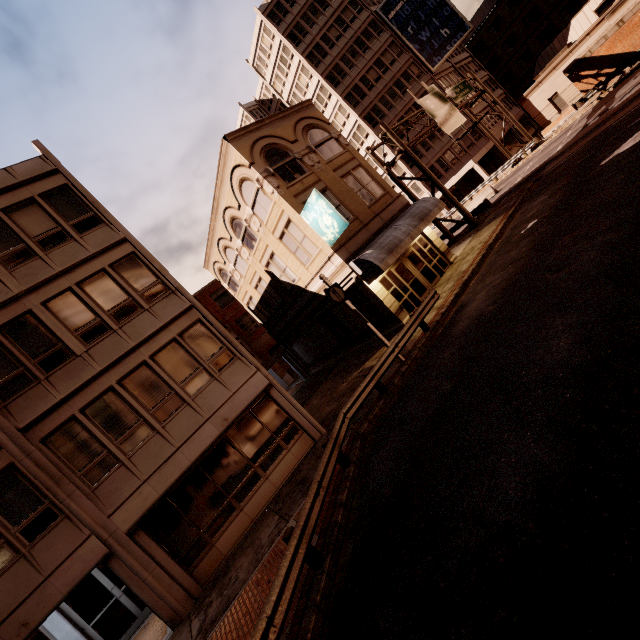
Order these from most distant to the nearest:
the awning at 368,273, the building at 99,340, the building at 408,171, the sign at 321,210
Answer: the building at 408,171 → the awning at 368,273 → the sign at 321,210 → the building at 99,340

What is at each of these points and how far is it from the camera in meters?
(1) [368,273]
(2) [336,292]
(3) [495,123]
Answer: (1) awning, 16.1
(2) sign, 12.7
(3) building, 44.6

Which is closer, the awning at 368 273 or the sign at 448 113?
the awning at 368 273

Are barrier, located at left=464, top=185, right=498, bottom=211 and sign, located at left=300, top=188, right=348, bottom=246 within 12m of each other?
no

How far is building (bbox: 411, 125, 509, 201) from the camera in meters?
41.2

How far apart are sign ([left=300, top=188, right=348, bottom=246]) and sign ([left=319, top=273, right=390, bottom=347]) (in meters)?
3.52

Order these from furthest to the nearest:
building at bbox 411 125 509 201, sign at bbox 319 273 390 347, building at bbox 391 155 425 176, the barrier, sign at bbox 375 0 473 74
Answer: building at bbox 391 155 425 176, building at bbox 411 125 509 201, sign at bbox 375 0 473 74, the barrier, sign at bbox 319 273 390 347

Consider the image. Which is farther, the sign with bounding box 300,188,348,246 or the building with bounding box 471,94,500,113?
the building with bounding box 471,94,500,113
